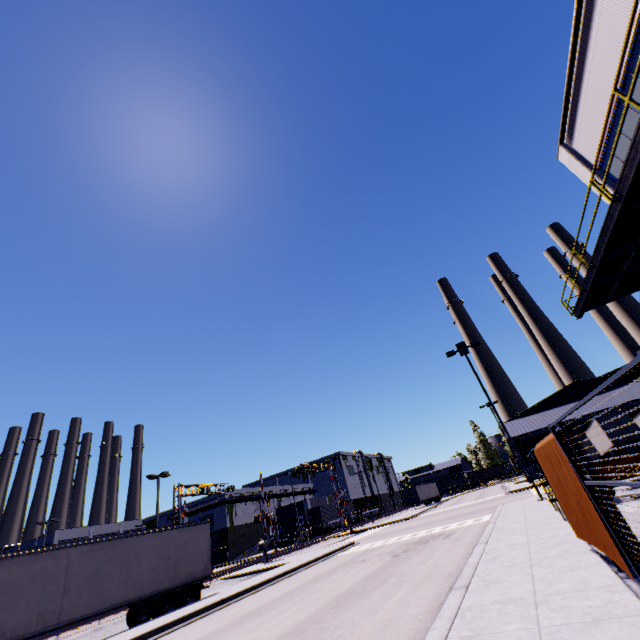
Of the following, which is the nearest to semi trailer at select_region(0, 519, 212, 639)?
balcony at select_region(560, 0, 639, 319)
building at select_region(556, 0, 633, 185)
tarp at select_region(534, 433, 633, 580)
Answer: building at select_region(556, 0, 633, 185)

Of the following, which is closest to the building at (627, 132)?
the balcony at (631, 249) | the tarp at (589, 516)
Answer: the balcony at (631, 249)

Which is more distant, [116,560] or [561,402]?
[561,402]

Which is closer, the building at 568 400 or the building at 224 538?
the building at 568 400

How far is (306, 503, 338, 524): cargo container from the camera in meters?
50.3 m

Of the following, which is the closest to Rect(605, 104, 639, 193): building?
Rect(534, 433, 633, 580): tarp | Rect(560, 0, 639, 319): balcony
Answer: Rect(560, 0, 639, 319): balcony

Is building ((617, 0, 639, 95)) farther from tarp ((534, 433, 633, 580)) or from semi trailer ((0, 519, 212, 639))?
tarp ((534, 433, 633, 580))

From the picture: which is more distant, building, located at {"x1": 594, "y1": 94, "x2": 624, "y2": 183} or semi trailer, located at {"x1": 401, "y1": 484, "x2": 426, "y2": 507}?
semi trailer, located at {"x1": 401, "y1": 484, "x2": 426, "y2": 507}
